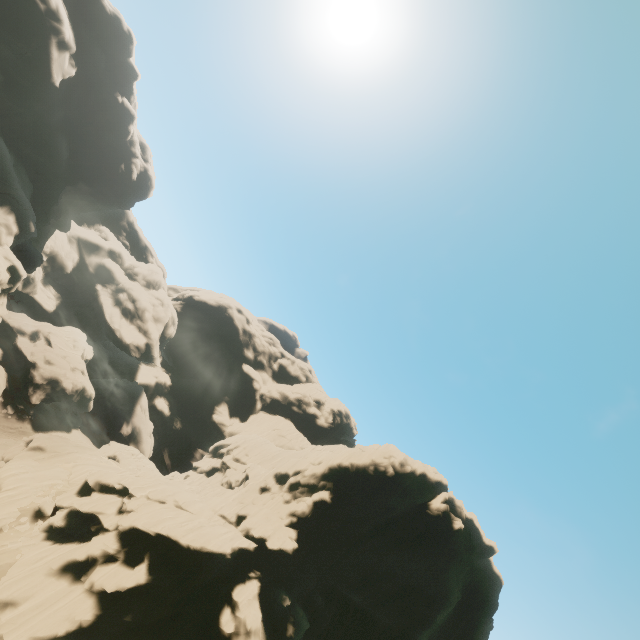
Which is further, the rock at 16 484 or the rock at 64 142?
the rock at 64 142

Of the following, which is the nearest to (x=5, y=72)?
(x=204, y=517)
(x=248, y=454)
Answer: (x=204, y=517)

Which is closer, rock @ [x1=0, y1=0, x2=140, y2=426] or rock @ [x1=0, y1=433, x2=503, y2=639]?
rock @ [x1=0, y1=433, x2=503, y2=639]
